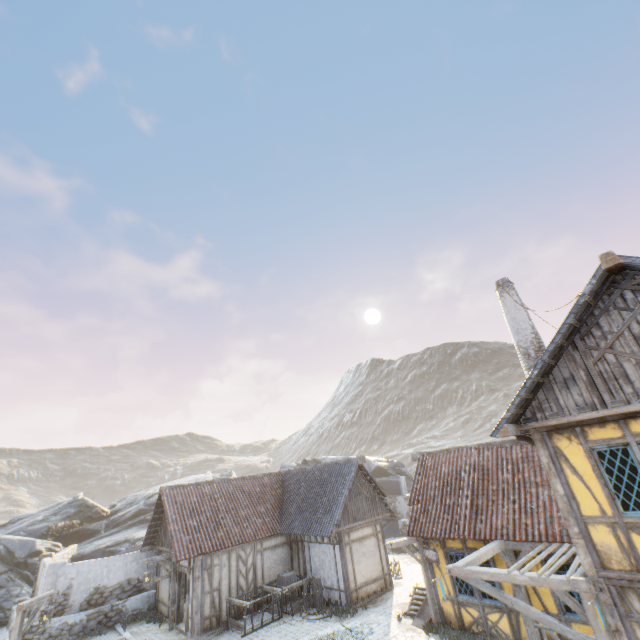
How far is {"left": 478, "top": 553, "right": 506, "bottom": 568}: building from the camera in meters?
10.4

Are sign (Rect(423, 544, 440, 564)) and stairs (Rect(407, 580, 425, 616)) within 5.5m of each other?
yes

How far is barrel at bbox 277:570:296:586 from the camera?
15.79m

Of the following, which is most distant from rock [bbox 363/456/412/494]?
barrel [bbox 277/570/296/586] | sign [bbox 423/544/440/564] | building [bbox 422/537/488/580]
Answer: barrel [bbox 277/570/296/586]

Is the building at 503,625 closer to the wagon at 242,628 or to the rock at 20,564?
the rock at 20,564

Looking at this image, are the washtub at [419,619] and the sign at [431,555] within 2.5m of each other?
yes

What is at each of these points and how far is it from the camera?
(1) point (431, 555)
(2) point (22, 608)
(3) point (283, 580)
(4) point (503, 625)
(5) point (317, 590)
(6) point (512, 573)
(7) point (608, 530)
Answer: (1) sign, 11.7m
(2) wooden structure, 10.6m
(3) barrel, 15.9m
(4) building, 10.1m
(5) barrel, 14.5m
(6) awning, 7.7m
(7) building, 6.6m

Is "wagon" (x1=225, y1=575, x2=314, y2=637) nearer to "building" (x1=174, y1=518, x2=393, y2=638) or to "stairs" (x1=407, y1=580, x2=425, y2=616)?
"building" (x1=174, y1=518, x2=393, y2=638)
